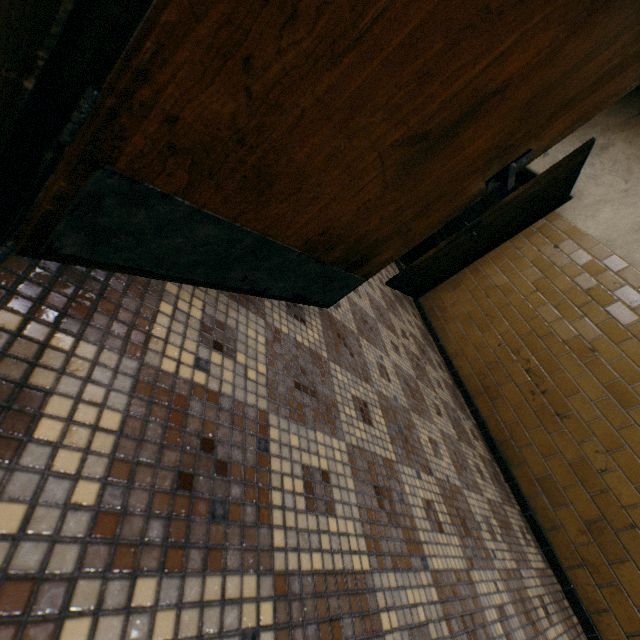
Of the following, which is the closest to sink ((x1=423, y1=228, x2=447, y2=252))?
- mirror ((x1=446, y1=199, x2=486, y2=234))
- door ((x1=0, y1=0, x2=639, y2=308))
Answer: mirror ((x1=446, y1=199, x2=486, y2=234))

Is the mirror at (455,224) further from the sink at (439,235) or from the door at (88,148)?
the door at (88,148)

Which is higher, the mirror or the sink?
the mirror

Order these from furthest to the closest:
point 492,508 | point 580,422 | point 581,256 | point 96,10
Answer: point 581,256 < point 580,422 < point 492,508 < point 96,10

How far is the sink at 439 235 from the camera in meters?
6.7 m

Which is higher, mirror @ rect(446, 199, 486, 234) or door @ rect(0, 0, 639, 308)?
mirror @ rect(446, 199, 486, 234)

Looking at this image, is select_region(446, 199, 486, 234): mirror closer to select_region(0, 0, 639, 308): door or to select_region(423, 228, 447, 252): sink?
select_region(423, 228, 447, 252): sink
